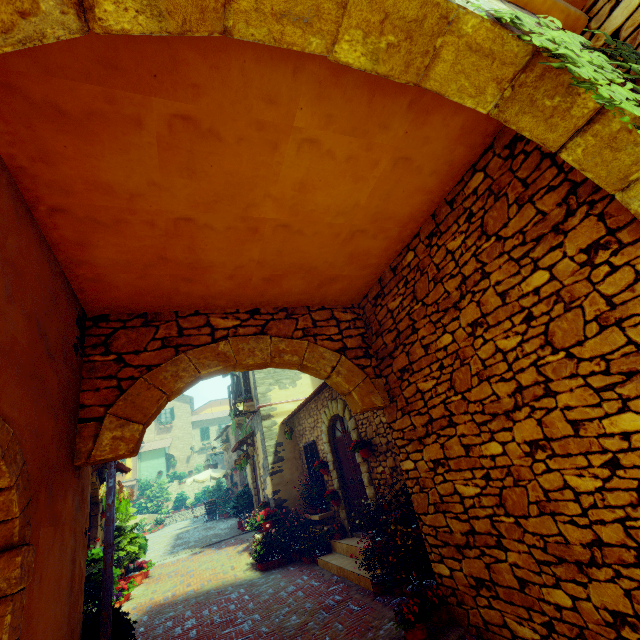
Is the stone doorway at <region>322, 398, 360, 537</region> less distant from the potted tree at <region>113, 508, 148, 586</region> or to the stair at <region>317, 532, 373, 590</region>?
the stair at <region>317, 532, 373, 590</region>

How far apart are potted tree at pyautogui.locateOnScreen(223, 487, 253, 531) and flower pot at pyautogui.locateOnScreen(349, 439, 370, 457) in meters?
8.4 m

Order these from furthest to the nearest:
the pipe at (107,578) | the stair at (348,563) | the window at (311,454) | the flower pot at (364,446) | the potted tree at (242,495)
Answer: the potted tree at (242,495) → the window at (311,454) → the flower pot at (364,446) → the stair at (348,563) → the pipe at (107,578)

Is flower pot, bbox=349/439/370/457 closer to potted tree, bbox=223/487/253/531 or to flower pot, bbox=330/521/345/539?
flower pot, bbox=330/521/345/539

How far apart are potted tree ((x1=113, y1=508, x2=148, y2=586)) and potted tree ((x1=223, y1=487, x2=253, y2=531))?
3.8 meters

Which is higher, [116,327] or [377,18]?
[116,327]

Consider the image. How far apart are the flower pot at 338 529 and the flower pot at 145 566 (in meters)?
6.10

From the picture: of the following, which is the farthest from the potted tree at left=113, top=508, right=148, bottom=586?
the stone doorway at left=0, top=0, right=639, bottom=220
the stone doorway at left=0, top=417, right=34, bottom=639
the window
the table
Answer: the stone doorway at left=0, top=0, right=639, bottom=220
